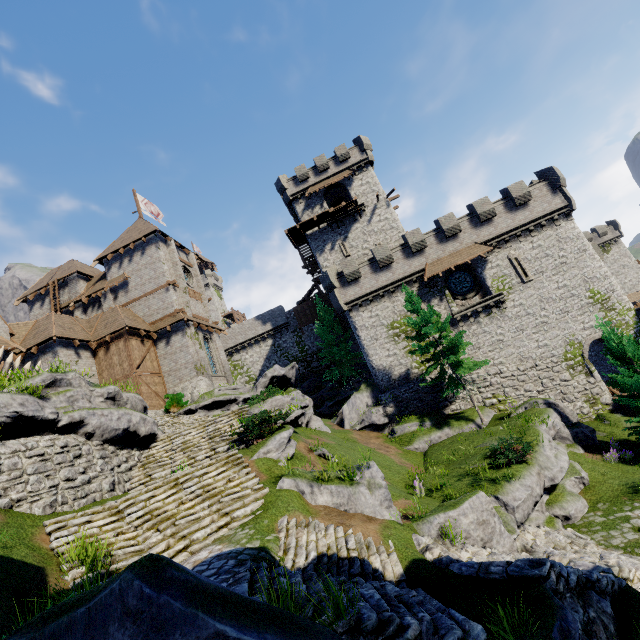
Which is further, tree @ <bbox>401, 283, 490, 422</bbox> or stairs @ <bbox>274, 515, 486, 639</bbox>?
tree @ <bbox>401, 283, 490, 422</bbox>

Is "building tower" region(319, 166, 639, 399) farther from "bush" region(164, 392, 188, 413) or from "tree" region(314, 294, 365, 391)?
"bush" region(164, 392, 188, 413)

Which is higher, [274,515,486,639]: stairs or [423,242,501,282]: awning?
[423,242,501,282]: awning

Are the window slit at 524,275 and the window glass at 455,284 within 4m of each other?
yes

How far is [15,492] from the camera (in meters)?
9.03

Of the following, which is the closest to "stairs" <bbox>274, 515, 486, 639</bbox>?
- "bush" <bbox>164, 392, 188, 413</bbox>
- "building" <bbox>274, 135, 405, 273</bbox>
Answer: "bush" <bbox>164, 392, 188, 413</bbox>

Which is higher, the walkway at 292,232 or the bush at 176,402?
the walkway at 292,232

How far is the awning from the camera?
25.53m
